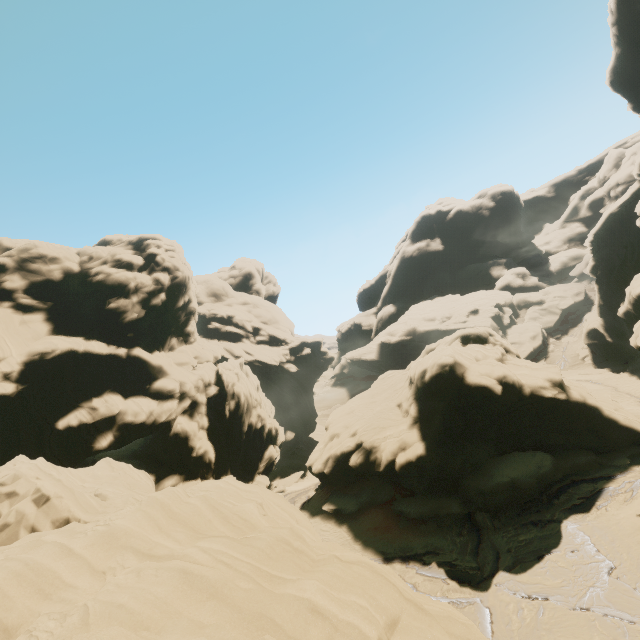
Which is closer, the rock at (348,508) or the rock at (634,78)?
the rock at (348,508)

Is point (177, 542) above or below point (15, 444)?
below

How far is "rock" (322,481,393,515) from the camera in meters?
27.4

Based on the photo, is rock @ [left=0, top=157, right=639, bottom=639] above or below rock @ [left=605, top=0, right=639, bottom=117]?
below

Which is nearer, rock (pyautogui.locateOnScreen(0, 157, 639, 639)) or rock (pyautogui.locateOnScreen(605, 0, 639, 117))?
rock (pyautogui.locateOnScreen(0, 157, 639, 639))

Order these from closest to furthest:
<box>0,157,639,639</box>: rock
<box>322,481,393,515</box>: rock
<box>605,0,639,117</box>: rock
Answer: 1. <box>0,157,639,639</box>: rock
2. <box>322,481,393,515</box>: rock
3. <box>605,0,639,117</box>: rock
